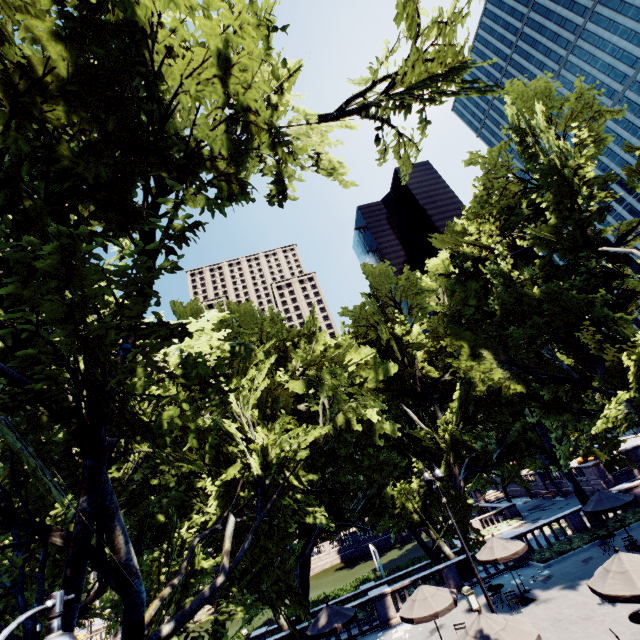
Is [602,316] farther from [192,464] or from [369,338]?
[192,464]

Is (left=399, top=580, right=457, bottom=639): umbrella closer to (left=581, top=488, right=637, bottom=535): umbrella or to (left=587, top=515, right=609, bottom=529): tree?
(left=587, top=515, right=609, bottom=529): tree

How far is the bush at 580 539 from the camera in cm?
2078

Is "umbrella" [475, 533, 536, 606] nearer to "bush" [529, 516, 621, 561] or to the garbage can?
the garbage can

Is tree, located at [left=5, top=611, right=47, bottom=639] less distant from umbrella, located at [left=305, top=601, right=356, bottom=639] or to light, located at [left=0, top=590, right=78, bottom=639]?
umbrella, located at [left=305, top=601, right=356, bottom=639]

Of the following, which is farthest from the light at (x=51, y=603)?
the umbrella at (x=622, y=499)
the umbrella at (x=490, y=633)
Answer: the umbrella at (x=622, y=499)

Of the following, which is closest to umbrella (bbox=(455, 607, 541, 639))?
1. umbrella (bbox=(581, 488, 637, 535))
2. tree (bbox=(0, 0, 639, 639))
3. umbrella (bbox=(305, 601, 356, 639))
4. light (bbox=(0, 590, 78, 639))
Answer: tree (bbox=(0, 0, 639, 639))

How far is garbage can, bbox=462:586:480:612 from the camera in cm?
1789
